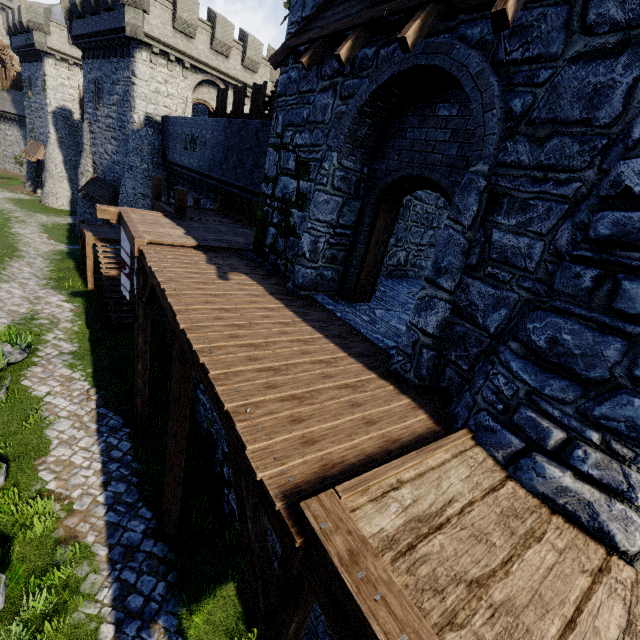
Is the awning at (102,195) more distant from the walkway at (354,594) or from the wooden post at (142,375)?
A: the wooden post at (142,375)

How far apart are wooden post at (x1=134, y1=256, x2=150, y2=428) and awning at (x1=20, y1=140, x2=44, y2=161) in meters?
37.8 m

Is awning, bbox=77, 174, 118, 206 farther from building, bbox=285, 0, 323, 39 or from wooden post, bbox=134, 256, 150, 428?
building, bbox=285, 0, 323, 39

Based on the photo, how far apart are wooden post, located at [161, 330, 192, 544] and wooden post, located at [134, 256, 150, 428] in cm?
358

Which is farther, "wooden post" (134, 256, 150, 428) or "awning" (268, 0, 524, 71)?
"wooden post" (134, 256, 150, 428)

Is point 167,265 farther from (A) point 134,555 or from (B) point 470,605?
(B) point 470,605

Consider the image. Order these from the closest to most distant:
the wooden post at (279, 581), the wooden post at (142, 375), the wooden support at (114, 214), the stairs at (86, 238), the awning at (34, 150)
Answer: the wooden post at (279, 581), the wooden post at (142, 375), the wooden support at (114, 214), the stairs at (86, 238), the awning at (34, 150)

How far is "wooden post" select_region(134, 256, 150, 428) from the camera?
8.4 meters
